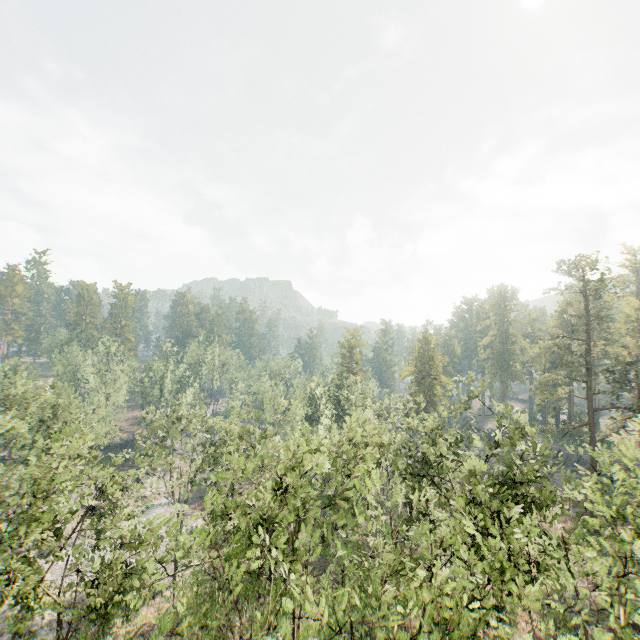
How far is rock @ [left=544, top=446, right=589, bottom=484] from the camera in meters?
48.6

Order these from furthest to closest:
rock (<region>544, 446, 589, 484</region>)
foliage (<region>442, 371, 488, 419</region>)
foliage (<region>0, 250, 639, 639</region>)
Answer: rock (<region>544, 446, 589, 484</region>)
foliage (<region>442, 371, 488, 419</region>)
foliage (<region>0, 250, 639, 639</region>)

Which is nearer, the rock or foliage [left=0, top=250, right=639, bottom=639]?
foliage [left=0, top=250, right=639, bottom=639]

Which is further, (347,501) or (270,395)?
(270,395)

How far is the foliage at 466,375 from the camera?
25.3m

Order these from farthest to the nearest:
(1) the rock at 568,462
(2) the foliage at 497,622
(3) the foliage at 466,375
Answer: (1) the rock at 568,462 < (3) the foliage at 466,375 < (2) the foliage at 497,622

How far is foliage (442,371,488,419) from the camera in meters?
25.3
